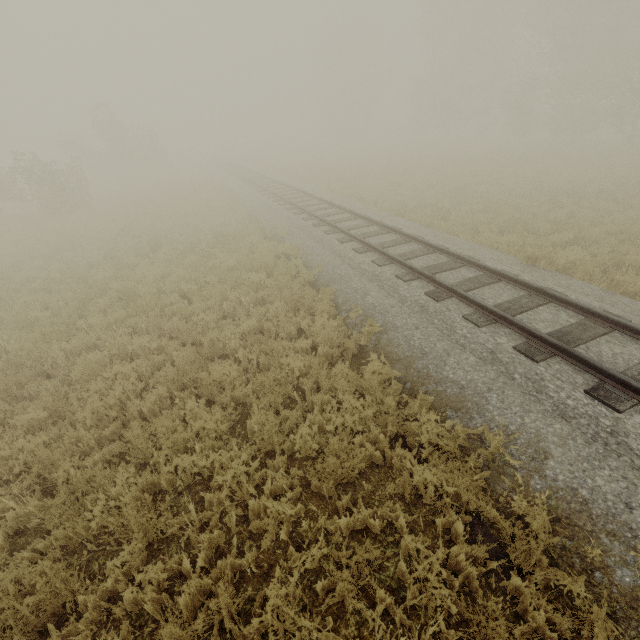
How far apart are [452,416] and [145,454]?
4.9m

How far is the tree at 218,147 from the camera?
53.6m

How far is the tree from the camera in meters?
53.6
